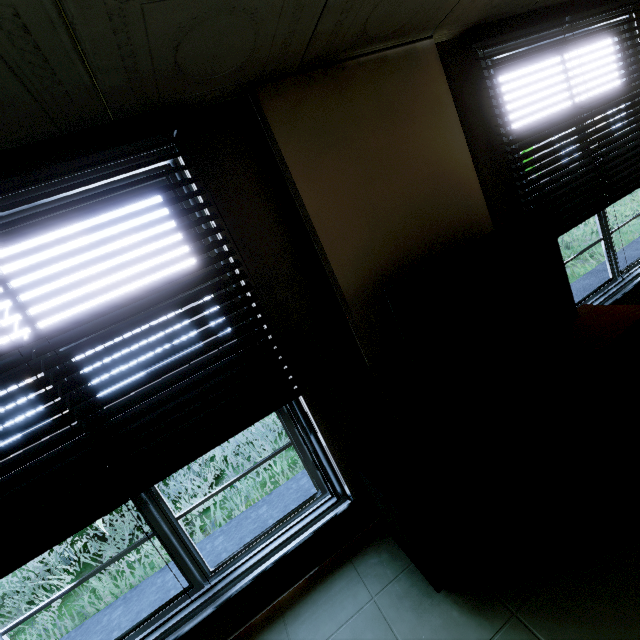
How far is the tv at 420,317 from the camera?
1.8m

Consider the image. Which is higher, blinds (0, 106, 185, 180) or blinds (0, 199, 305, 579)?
blinds (0, 106, 185, 180)

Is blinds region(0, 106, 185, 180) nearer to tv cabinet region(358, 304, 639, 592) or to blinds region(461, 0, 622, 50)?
tv cabinet region(358, 304, 639, 592)

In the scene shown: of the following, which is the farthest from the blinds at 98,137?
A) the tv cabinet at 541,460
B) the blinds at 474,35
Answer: the blinds at 474,35

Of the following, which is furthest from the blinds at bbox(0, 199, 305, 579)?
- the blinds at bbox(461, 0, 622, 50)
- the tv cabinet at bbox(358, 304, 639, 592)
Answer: the blinds at bbox(461, 0, 622, 50)

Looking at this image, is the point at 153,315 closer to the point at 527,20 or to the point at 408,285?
the point at 408,285
